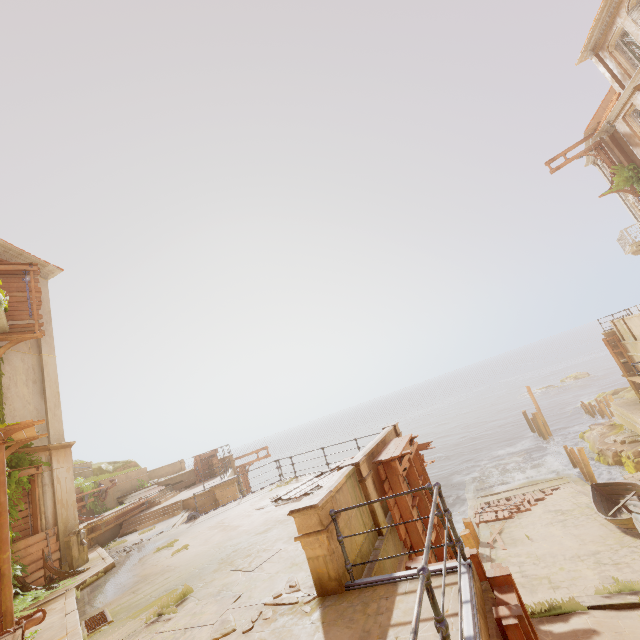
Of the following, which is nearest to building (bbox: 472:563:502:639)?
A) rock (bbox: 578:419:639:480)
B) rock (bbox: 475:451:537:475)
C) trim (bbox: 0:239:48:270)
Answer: rock (bbox: 578:419:639:480)

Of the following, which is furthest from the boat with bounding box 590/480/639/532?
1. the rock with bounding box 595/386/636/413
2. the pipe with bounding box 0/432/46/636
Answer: the rock with bounding box 595/386/636/413

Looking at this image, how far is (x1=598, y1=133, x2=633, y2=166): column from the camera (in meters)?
20.59

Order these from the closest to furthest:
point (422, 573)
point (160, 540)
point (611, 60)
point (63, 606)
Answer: point (422, 573) < point (63, 606) < point (160, 540) < point (611, 60)

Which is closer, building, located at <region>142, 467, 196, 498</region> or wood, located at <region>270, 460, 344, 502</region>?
wood, located at <region>270, 460, 344, 502</region>

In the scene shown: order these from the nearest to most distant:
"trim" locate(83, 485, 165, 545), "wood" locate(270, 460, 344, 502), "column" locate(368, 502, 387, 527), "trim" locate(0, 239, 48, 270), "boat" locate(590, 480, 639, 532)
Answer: "column" locate(368, 502, 387, 527), "boat" locate(590, 480, 639, 532), "wood" locate(270, 460, 344, 502), "trim" locate(0, 239, 48, 270), "trim" locate(83, 485, 165, 545)

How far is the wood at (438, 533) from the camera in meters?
8.9 m

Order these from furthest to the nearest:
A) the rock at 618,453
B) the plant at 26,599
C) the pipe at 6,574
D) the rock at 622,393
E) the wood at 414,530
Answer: the rock at 622,393
the rock at 618,453
the plant at 26,599
the wood at 414,530
the pipe at 6,574
